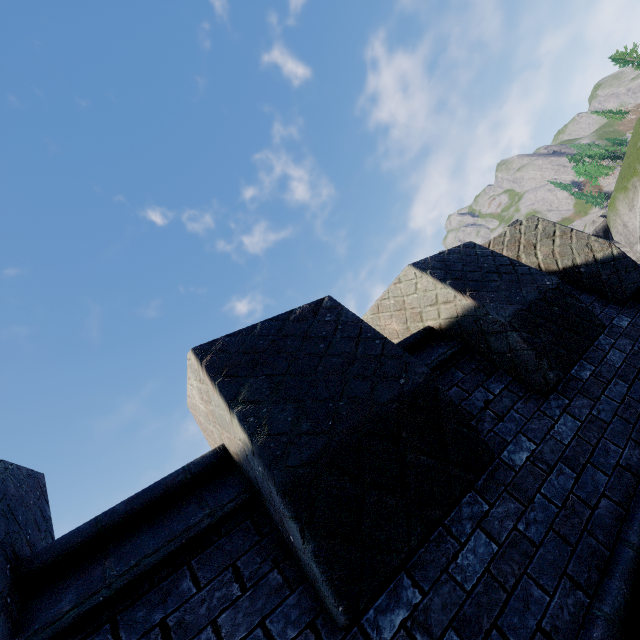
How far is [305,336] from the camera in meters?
2.5 m
